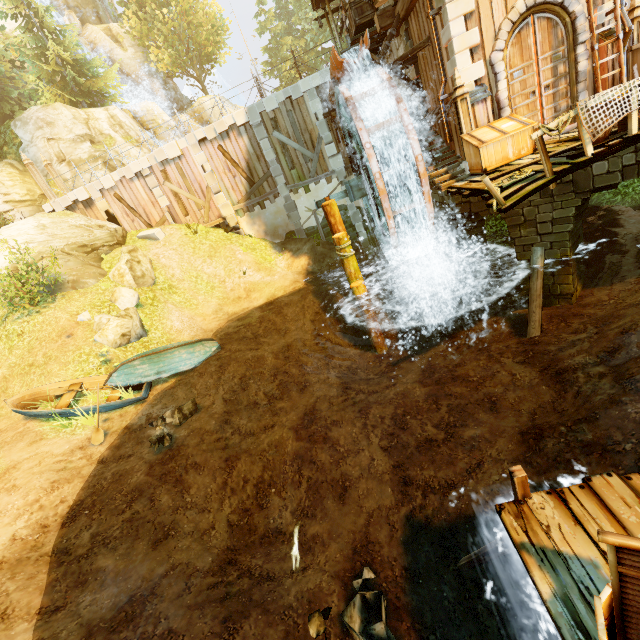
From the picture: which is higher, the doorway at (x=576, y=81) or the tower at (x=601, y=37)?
the tower at (x=601, y=37)

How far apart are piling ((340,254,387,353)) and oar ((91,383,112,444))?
8.7m

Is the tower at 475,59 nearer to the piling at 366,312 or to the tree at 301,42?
the piling at 366,312

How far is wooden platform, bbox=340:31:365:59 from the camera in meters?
13.0 m

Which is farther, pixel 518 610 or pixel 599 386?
pixel 599 386

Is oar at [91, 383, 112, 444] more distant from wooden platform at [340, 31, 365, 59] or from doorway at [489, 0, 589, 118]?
wooden platform at [340, 31, 365, 59]

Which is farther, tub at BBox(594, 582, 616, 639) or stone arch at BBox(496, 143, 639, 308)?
stone arch at BBox(496, 143, 639, 308)

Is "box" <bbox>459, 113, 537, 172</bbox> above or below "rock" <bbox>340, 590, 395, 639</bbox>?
above
